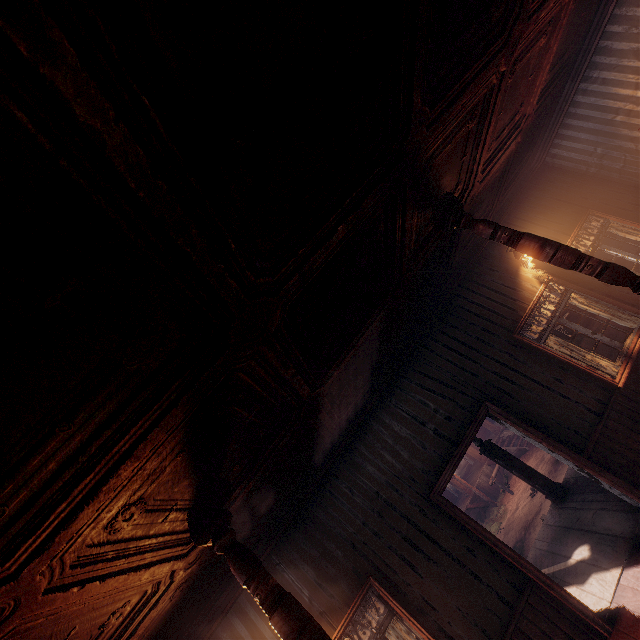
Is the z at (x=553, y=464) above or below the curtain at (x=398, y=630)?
below

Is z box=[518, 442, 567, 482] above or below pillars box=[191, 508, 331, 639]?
below

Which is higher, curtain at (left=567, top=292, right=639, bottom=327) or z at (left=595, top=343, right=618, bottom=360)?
curtain at (left=567, top=292, right=639, bottom=327)

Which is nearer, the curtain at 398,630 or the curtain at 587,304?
the curtain at 398,630

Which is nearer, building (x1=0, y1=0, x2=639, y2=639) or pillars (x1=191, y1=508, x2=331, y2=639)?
building (x1=0, y1=0, x2=639, y2=639)

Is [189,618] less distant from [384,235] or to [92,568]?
[92,568]

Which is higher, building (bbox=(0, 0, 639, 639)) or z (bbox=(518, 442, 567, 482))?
building (bbox=(0, 0, 639, 639))

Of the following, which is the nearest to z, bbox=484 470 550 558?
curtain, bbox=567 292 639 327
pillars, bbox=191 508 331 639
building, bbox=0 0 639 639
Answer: building, bbox=0 0 639 639
